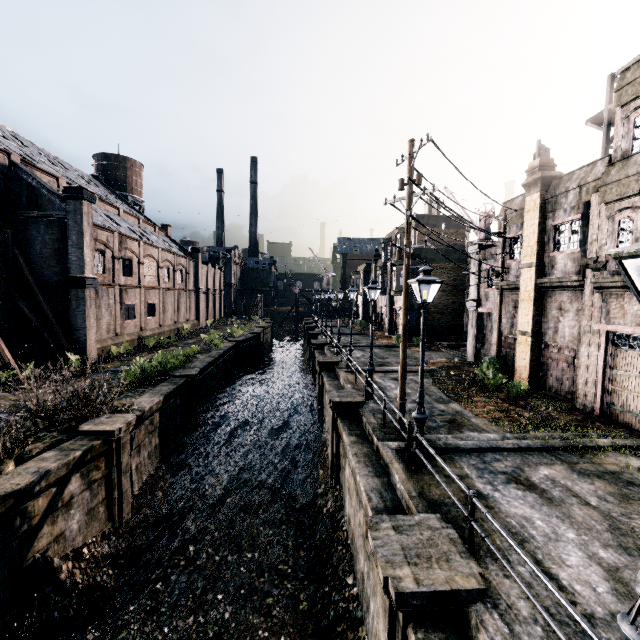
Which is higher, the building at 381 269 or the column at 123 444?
the building at 381 269

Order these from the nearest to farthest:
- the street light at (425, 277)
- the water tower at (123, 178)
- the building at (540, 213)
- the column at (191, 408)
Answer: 1. the street light at (425, 277)
2. the building at (540, 213)
3. the column at (191, 408)
4. the water tower at (123, 178)

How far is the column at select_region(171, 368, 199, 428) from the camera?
20.06m

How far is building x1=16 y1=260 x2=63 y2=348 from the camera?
22.83m

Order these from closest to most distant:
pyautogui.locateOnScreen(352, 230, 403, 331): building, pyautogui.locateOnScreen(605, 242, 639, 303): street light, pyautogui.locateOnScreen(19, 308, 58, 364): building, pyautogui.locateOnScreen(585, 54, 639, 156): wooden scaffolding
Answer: pyautogui.locateOnScreen(605, 242, 639, 303): street light
pyautogui.locateOnScreen(585, 54, 639, 156): wooden scaffolding
pyautogui.locateOnScreen(19, 308, 58, 364): building
pyautogui.locateOnScreen(352, 230, 403, 331): building

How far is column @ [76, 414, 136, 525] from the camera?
11.7 meters

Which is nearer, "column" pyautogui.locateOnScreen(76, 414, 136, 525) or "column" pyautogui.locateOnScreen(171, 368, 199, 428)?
"column" pyautogui.locateOnScreen(76, 414, 136, 525)

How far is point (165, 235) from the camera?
48.9 meters
